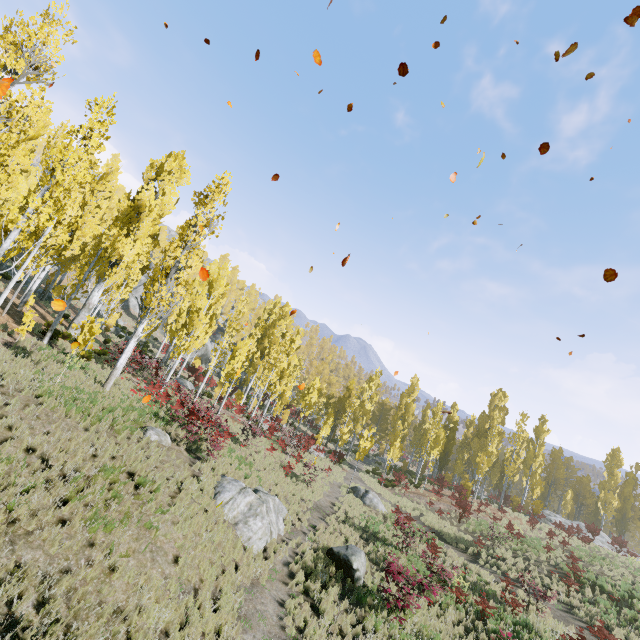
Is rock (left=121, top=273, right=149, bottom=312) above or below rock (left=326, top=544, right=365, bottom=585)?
above

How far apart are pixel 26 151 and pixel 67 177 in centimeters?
704cm

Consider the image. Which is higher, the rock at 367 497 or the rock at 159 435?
the rock at 159 435

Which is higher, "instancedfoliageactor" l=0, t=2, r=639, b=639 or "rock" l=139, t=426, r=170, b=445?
"instancedfoliageactor" l=0, t=2, r=639, b=639

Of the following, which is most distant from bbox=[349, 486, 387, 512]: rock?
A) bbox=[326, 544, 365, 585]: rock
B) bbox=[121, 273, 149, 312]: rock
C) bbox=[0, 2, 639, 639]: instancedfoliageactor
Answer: bbox=[121, 273, 149, 312]: rock

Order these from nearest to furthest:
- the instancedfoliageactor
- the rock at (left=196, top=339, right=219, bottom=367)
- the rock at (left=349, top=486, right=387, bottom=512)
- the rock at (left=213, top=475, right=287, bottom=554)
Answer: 1. the instancedfoliageactor
2. the rock at (left=213, top=475, right=287, bottom=554)
3. the rock at (left=349, top=486, right=387, bottom=512)
4. the rock at (left=196, top=339, right=219, bottom=367)

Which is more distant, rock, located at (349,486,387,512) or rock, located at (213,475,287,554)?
rock, located at (349,486,387,512)

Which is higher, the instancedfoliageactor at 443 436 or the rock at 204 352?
the rock at 204 352
